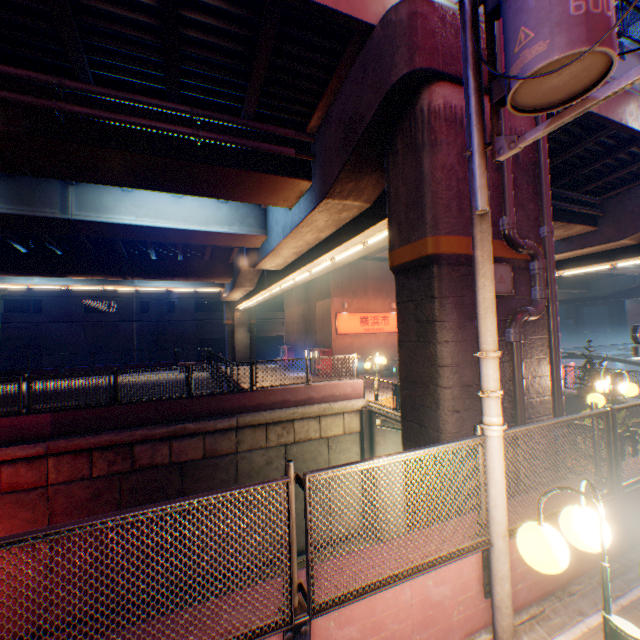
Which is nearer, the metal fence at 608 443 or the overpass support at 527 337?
the metal fence at 608 443

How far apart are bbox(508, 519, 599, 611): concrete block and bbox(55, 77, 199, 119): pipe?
9.2 meters

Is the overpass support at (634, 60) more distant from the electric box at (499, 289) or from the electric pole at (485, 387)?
the electric pole at (485, 387)

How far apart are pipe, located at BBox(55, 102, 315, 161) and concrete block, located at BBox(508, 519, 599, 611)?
8.7 meters

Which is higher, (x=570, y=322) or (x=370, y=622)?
(x=570, y=322)

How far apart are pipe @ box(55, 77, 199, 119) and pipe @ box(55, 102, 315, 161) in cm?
30

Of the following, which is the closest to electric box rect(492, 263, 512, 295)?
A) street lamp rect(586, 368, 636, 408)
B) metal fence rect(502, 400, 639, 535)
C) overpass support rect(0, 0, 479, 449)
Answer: overpass support rect(0, 0, 479, 449)

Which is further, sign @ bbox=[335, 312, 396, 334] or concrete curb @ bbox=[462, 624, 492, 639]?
sign @ bbox=[335, 312, 396, 334]
